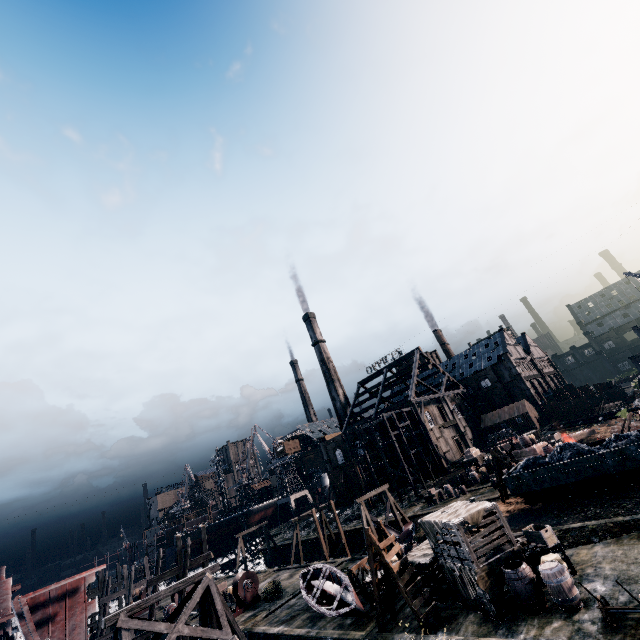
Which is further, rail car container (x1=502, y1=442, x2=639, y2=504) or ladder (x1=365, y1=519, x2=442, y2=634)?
rail car container (x1=502, y1=442, x2=639, y2=504)

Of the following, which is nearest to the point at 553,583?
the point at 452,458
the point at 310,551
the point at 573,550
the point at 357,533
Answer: the point at 573,550

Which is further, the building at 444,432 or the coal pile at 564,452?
the building at 444,432

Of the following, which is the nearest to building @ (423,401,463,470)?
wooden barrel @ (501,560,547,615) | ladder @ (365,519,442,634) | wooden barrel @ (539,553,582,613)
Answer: wooden barrel @ (539,553,582,613)

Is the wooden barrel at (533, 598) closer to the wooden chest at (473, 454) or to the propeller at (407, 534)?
the propeller at (407, 534)

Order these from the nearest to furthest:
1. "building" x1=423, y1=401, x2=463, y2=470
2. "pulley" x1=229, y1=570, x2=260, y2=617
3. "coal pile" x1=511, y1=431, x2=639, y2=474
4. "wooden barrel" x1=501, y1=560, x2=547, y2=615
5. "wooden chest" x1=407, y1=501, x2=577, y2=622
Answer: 1. "wooden barrel" x1=501, y1=560, x2=547, y2=615
2. "wooden chest" x1=407, y1=501, x2=577, y2=622
3. "coal pile" x1=511, y1=431, x2=639, y2=474
4. "pulley" x1=229, y1=570, x2=260, y2=617
5. "building" x1=423, y1=401, x2=463, y2=470

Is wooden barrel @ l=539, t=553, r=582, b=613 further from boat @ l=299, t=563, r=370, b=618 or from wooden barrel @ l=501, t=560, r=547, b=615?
boat @ l=299, t=563, r=370, b=618

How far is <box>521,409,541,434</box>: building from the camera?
58.72m
